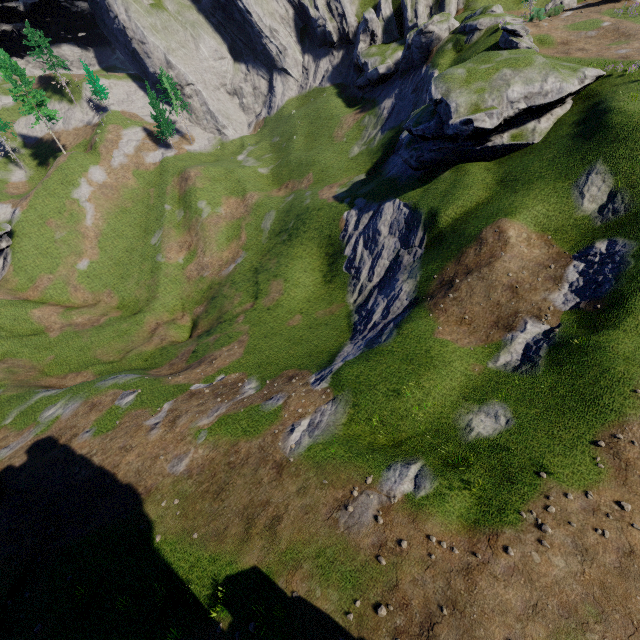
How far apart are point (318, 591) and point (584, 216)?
27.4m
